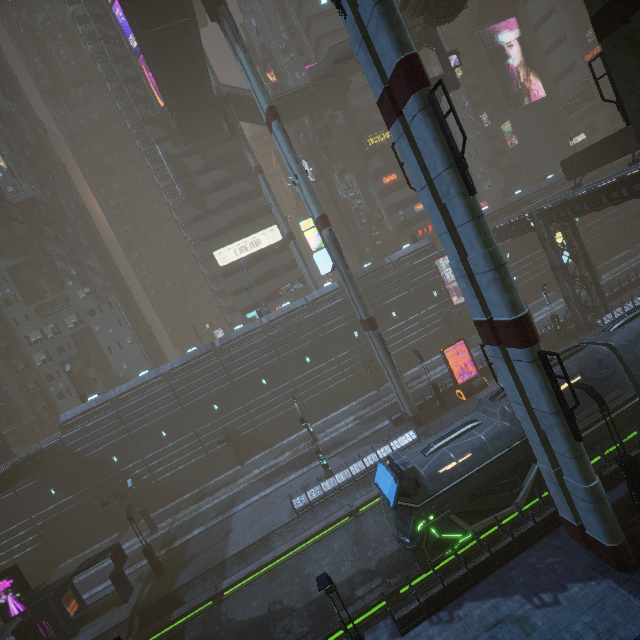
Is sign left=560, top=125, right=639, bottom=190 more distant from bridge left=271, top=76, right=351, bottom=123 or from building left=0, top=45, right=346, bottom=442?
bridge left=271, top=76, right=351, bottom=123

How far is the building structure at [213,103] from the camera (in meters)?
39.16

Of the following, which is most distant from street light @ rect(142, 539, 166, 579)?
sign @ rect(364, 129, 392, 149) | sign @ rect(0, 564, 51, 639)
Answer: sign @ rect(364, 129, 392, 149)

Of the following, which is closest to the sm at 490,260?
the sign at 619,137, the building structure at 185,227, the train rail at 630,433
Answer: the train rail at 630,433

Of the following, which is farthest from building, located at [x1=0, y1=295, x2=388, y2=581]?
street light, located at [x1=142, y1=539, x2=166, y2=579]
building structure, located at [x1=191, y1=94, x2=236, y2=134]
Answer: building structure, located at [x1=191, y1=94, x2=236, y2=134]

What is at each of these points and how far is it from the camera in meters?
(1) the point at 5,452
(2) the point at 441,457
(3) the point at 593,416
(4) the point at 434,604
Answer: (1) building, 34.1 m
(2) train, 16.5 m
(3) train, 15.9 m
(4) building, 13.1 m

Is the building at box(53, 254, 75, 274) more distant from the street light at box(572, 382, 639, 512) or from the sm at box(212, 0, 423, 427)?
the street light at box(572, 382, 639, 512)

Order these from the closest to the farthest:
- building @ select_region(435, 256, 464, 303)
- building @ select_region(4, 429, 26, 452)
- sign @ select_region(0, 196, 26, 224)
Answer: sign @ select_region(0, 196, 26, 224) < building @ select_region(435, 256, 464, 303) < building @ select_region(4, 429, 26, 452)
